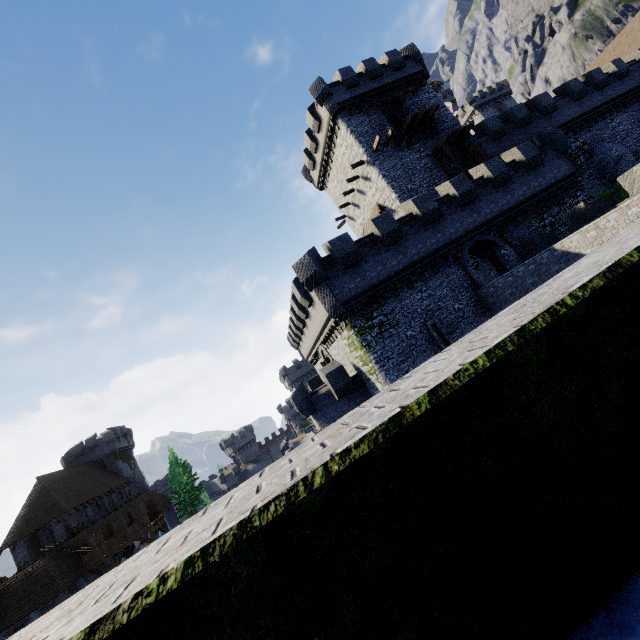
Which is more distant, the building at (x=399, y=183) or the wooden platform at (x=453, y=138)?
the building at (x=399, y=183)

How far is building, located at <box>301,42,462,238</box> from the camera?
26.81m

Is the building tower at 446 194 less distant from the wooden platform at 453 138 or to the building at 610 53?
the wooden platform at 453 138

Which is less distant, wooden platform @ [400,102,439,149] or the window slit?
the window slit

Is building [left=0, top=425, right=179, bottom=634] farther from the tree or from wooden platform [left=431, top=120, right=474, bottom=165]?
wooden platform [left=431, top=120, right=474, bottom=165]

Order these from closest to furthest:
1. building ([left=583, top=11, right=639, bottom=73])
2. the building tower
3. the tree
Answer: the building tower
building ([left=583, top=11, right=639, bottom=73])
the tree

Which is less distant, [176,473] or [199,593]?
[199,593]
